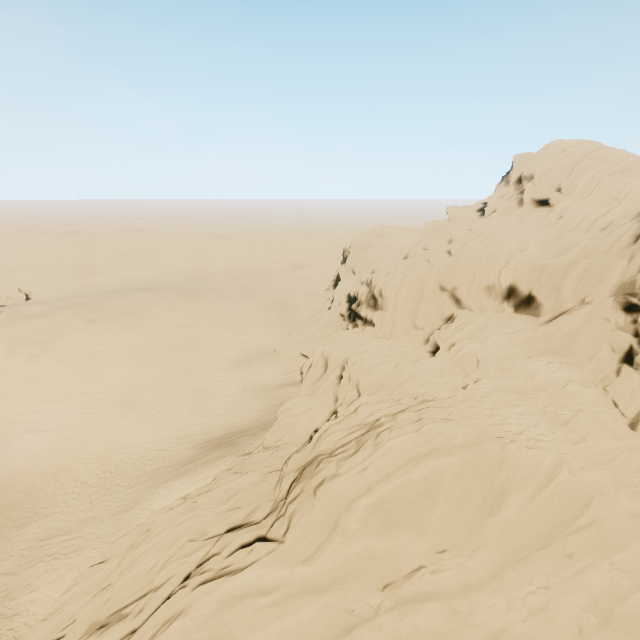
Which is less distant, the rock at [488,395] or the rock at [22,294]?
the rock at [488,395]

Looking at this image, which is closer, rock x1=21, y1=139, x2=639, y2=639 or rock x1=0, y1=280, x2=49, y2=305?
rock x1=21, y1=139, x2=639, y2=639

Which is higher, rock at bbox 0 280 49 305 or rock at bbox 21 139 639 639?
rock at bbox 21 139 639 639

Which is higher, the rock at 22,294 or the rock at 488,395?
the rock at 488,395

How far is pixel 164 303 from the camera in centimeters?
5075cm
